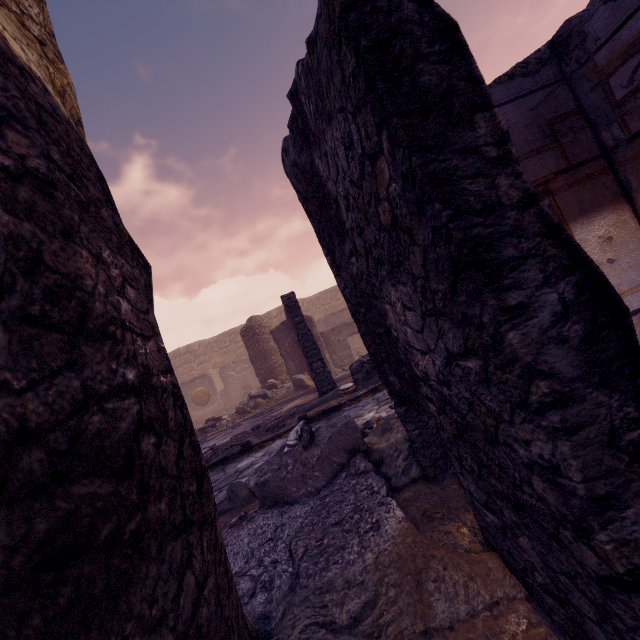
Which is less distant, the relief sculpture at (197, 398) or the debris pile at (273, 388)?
the debris pile at (273, 388)

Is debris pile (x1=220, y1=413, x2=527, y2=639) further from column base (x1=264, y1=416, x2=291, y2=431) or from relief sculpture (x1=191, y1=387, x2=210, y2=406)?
relief sculpture (x1=191, y1=387, x2=210, y2=406)

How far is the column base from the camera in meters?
6.8

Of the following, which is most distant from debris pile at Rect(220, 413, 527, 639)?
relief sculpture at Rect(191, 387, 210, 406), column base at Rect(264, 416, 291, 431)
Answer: relief sculpture at Rect(191, 387, 210, 406)

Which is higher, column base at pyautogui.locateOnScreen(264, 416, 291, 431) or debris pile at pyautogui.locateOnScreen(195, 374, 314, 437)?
debris pile at pyautogui.locateOnScreen(195, 374, 314, 437)

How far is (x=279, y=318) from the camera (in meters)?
23.44

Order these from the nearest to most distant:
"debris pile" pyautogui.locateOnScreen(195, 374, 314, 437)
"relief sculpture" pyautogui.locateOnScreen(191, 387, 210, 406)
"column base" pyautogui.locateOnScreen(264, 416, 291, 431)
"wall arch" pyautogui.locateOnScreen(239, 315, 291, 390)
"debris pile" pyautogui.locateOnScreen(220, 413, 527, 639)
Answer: "debris pile" pyautogui.locateOnScreen(220, 413, 527, 639), "column base" pyautogui.locateOnScreen(264, 416, 291, 431), "debris pile" pyautogui.locateOnScreen(195, 374, 314, 437), "wall arch" pyautogui.locateOnScreen(239, 315, 291, 390), "relief sculpture" pyautogui.locateOnScreen(191, 387, 210, 406)

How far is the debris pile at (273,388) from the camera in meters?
11.6
